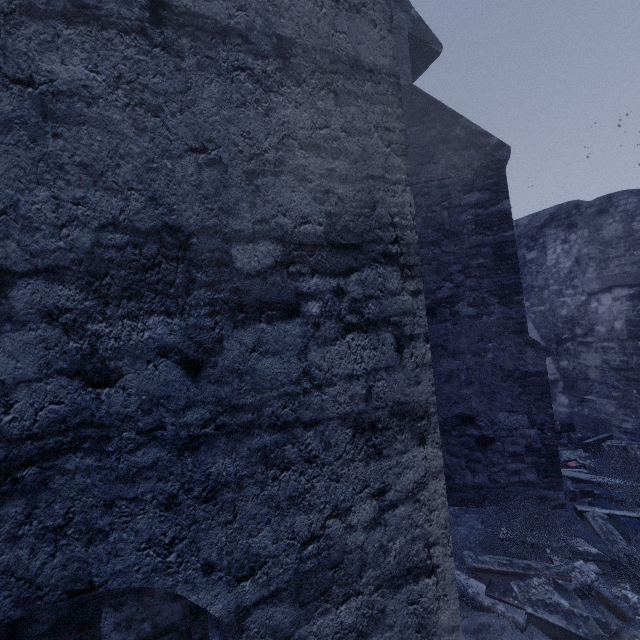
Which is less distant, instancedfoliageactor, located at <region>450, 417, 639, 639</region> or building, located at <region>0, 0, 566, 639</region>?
building, located at <region>0, 0, 566, 639</region>

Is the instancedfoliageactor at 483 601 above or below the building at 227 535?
below

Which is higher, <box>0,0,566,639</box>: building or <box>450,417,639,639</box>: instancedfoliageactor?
<box>0,0,566,639</box>: building

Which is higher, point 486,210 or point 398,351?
point 486,210

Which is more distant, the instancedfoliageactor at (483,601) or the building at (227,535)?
the instancedfoliageactor at (483,601)
